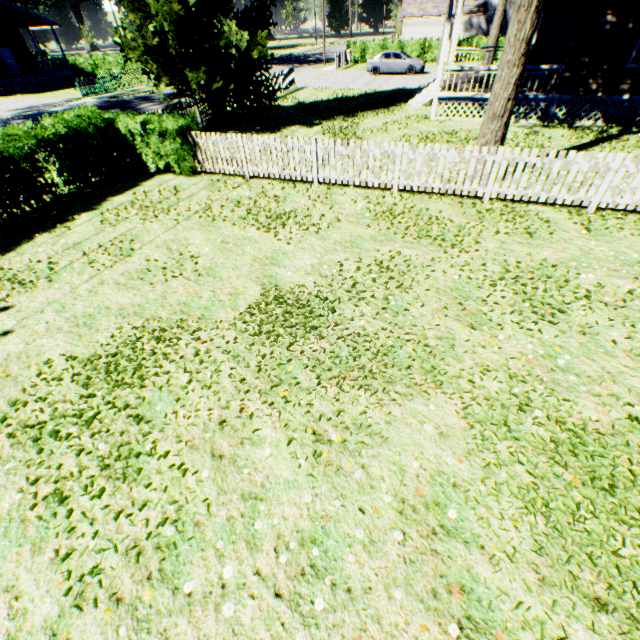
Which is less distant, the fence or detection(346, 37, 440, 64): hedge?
the fence

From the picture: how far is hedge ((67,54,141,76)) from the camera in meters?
36.2

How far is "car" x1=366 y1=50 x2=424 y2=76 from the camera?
26.6 meters

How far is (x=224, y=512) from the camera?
3.56m

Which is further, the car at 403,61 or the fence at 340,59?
the fence at 340,59

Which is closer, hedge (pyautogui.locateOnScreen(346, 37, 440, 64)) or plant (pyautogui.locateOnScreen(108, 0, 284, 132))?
plant (pyautogui.locateOnScreen(108, 0, 284, 132))

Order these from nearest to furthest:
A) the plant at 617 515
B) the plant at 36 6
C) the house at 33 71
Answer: the plant at 617 515 → the house at 33 71 → the plant at 36 6

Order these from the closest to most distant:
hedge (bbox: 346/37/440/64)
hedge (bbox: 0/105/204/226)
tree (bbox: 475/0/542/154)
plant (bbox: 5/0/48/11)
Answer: tree (bbox: 475/0/542/154)
hedge (bbox: 0/105/204/226)
hedge (bbox: 346/37/440/64)
plant (bbox: 5/0/48/11)
